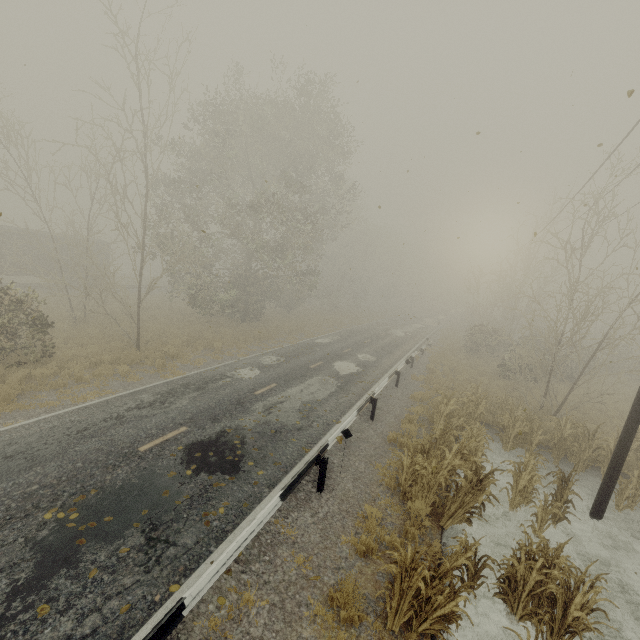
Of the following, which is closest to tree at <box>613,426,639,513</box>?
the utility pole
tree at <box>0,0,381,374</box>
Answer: the utility pole

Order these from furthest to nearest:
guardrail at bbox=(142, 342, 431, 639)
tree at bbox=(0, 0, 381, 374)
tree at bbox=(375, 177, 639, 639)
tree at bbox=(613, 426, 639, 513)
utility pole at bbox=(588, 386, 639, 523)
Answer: tree at bbox=(0, 0, 381, 374)
tree at bbox=(613, 426, 639, 513)
utility pole at bbox=(588, 386, 639, 523)
tree at bbox=(375, 177, 639, 639)
guardrail at bbox=(142, 342, 431, 639)

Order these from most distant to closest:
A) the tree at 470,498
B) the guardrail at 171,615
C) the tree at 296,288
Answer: the tree at 296,288 < the tree at 470,498 < the guardrail at 171,615

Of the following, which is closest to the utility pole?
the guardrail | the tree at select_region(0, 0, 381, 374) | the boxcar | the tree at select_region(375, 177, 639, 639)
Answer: the tree at select_region(375, 177, 639, 639)

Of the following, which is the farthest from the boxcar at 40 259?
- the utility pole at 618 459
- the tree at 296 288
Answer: the utility pole at 618 459

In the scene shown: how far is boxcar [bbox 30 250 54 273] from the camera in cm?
2720

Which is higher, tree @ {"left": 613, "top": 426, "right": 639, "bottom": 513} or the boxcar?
the boxcar

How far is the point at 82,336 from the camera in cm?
1759
